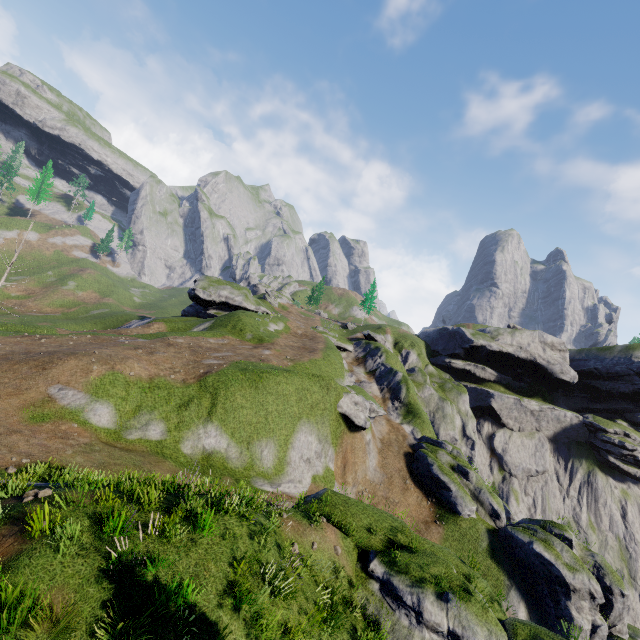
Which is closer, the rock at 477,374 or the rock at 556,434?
the rock at 556,434

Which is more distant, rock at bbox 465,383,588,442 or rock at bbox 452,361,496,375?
rock at bbox 452,361,496,375

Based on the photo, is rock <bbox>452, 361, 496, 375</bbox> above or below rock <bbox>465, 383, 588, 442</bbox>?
above

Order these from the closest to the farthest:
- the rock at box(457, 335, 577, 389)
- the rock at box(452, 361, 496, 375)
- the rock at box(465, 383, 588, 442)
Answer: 1. the rock at box(465, 383, 588, 442)
2. the rock at box(457, 335, 577, 389)
3. the rock at box(452, 361, 496, 375)

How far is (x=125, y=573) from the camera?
7.21m
